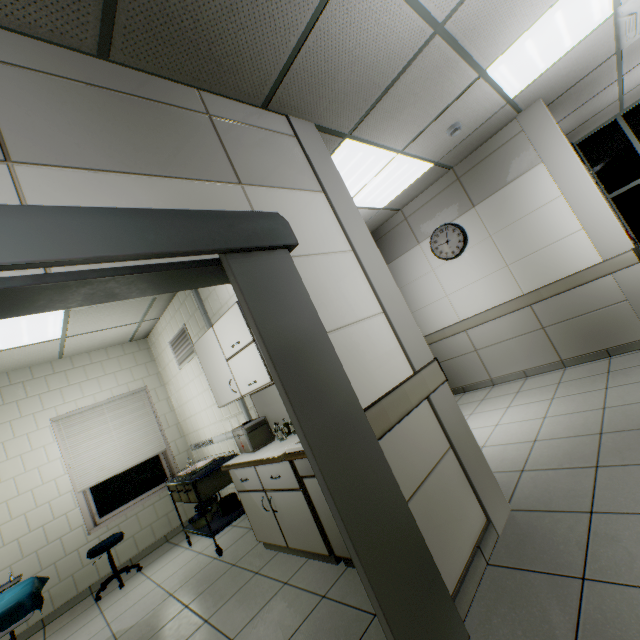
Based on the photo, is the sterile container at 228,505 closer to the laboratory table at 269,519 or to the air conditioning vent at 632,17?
the laboratory table at 269,519

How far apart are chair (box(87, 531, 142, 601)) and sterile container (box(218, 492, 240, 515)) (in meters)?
1.46

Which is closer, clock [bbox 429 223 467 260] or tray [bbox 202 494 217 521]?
tray [bbox 202 494 217 521]

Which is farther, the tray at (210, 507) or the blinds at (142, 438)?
the blinds at (142, 438)

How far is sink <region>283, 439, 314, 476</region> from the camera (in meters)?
2.36

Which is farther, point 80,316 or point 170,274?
point 80,316

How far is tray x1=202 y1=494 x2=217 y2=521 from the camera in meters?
4.1 m
